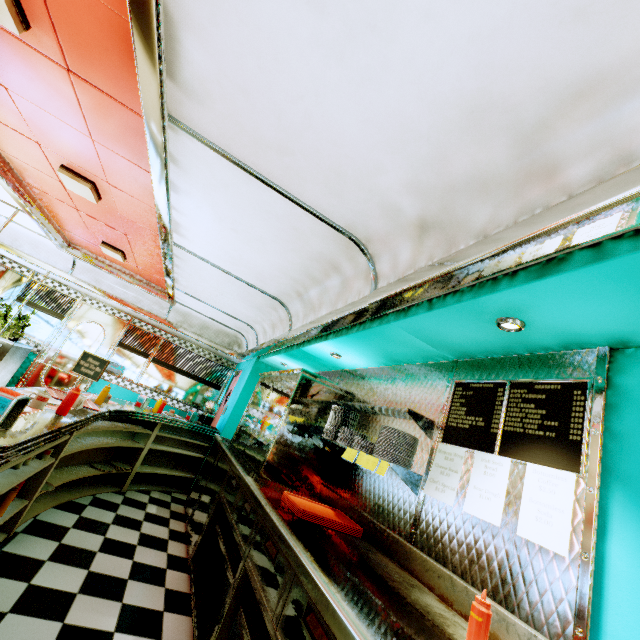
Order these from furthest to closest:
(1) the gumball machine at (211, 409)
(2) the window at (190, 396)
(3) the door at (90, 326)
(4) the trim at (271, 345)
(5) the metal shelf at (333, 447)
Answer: (2) the window at (190, 396) < (3) the door at (90, 326) < (1) the gumball machine at (211, 409) < (5) the metal shelf at (333, 447) < (4) the trim at (271, 345)

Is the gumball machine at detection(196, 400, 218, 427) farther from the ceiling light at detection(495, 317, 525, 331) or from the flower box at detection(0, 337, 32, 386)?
the ceiling light at detection(495, 317, 525, 331)

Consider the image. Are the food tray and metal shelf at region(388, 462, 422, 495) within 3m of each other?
yes

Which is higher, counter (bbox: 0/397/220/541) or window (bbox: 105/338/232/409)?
window (bbox: 105/338/232/409)

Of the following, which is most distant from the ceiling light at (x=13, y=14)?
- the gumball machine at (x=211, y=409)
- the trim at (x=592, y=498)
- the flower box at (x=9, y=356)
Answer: the flower box at (x=9, y=356)

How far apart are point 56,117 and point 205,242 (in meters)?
1.50

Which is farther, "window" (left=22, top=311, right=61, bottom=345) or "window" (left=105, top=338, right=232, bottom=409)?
"window" (left=105, top=338, right=232, bottom=409)

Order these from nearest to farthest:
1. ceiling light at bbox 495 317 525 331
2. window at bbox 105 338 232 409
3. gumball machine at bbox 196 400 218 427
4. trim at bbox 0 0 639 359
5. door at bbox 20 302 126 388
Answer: trim at bbox 0 0 639 359 → ceiling light at bbox 495 317 525 331 → gumball machine at bbox 196 400 218 427 → door at bbox 20 302 126 388 → window at bbox 105 338 232 409
